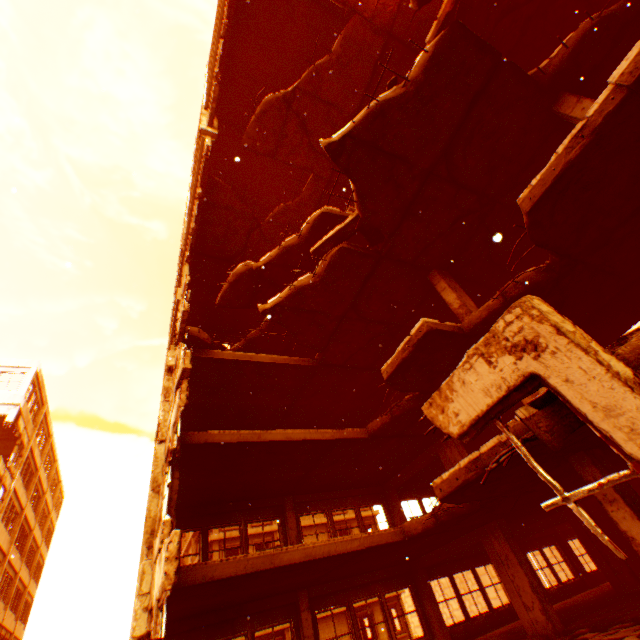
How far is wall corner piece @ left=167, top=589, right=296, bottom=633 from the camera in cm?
929

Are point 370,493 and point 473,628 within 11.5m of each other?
yes

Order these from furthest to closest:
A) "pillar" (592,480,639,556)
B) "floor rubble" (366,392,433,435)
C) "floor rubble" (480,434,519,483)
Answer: "floor rubble" (366,392,433,435) → "pillar" (592,480,639,556) → "floor rubble" (480,434,519,483)

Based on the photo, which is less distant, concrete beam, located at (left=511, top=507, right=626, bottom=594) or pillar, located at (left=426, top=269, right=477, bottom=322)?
pillar, located at (left=426, top=269, right=477, bottom=322)

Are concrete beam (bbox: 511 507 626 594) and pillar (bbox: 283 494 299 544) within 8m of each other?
no

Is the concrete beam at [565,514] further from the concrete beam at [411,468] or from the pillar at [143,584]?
the pillar at [143,584]

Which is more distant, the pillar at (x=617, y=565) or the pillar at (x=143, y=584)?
the pillar at (x=617, y=565)

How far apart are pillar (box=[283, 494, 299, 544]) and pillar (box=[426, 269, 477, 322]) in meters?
9.6
